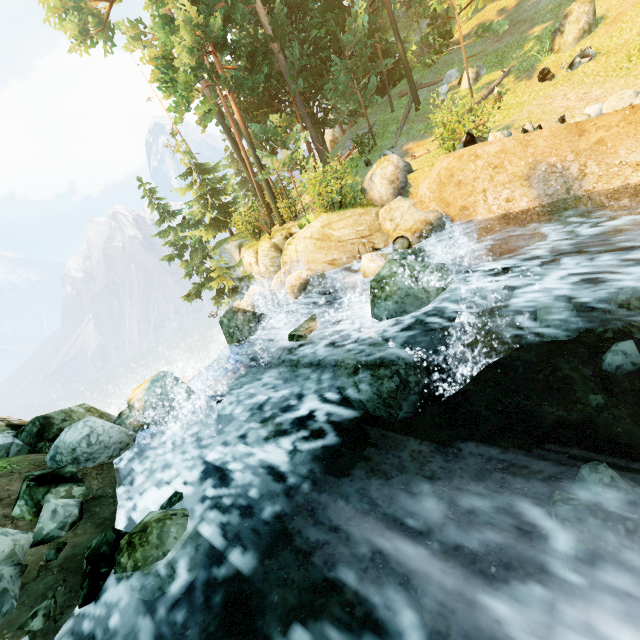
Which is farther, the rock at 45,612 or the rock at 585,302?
the rock at 585,302

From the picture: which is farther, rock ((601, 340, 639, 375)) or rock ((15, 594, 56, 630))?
rock ((601, 340, 639, 375))

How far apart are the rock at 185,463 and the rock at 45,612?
2.4 meters

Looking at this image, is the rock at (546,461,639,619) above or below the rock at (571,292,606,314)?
above

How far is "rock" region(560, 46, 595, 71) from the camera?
13.7m

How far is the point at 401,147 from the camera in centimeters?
1975cm

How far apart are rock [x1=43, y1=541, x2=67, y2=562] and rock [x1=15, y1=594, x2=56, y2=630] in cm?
27

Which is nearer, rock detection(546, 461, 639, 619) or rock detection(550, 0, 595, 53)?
rock detection(546, 461, 639, 619)
